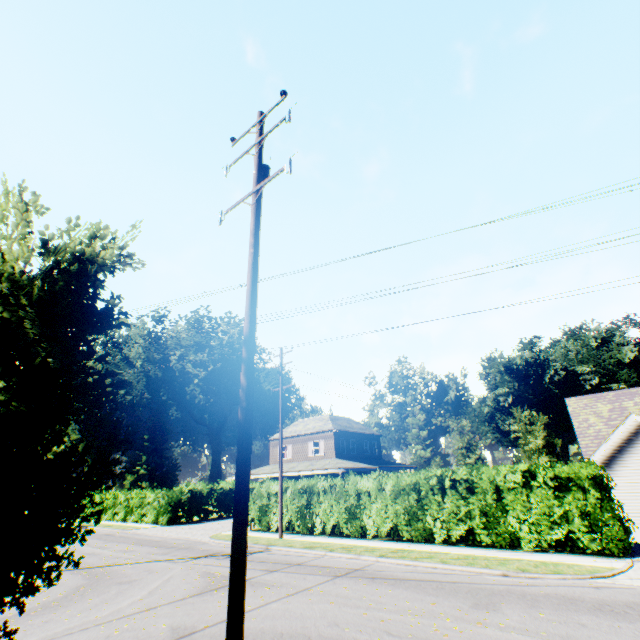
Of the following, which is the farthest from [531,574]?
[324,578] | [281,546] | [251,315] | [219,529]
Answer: [219,529]

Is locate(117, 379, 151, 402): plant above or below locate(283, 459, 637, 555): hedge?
above

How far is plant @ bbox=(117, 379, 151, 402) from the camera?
57.5m

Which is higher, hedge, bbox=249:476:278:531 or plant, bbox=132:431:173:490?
plant, bbox=132:431:173:490

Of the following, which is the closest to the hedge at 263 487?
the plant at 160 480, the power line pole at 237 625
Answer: the power line pole at 237 625

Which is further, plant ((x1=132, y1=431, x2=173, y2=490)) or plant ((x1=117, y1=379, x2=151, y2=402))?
plant ((x1=117, y1=379, x2=151, y2=402))

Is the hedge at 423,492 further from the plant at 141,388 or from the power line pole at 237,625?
the plant at 141,388

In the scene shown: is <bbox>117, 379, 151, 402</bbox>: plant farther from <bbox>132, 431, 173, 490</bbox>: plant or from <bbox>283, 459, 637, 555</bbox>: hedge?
<bbox>283, 459, 637, 555</bbox>: hedge
